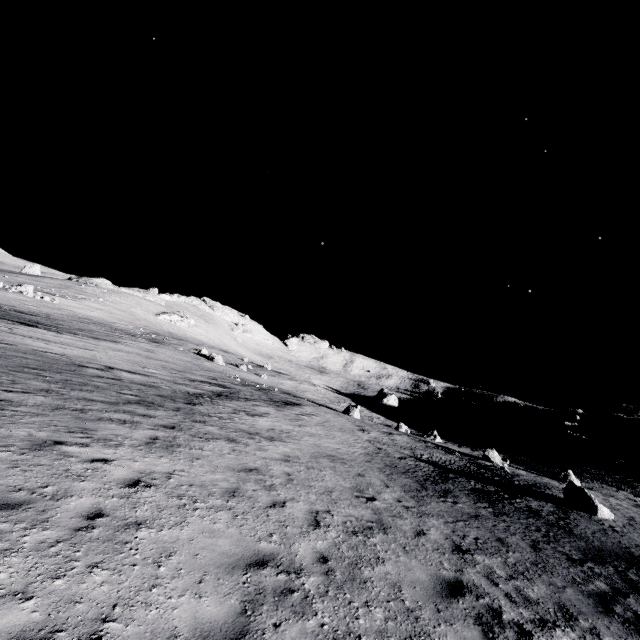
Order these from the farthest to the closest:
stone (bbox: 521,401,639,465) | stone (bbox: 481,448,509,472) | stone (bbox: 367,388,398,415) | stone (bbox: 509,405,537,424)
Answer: stone (bbox: 509,405,537,424), stone (bbox: 367,388,398,415), stone (bbox: 521,401,639,465), stone (bbox: 481,448,509,472)

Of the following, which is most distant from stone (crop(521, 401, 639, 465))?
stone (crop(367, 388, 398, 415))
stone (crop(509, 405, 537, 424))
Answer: stone (crop(367, 388, 398, 415))

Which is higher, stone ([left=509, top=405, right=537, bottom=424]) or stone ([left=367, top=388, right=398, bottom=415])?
stone ([left=509, top=405, right=537, bottom=424])

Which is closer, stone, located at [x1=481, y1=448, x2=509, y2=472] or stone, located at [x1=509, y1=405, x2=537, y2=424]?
stone, located at [x1=481, y1=448, x2=509, y2=472]

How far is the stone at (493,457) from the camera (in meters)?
22.47

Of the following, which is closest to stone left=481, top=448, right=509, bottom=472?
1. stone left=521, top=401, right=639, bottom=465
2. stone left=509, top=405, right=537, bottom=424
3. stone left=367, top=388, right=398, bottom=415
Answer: stone left=521, top=401, right=639, bottom=465

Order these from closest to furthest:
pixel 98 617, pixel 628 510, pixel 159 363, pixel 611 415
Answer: pixel 98 617 < pixel 628 510 < pixel 159 363 < pixel 611 415

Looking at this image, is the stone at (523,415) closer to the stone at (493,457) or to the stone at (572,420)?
the stone at (572,420)
